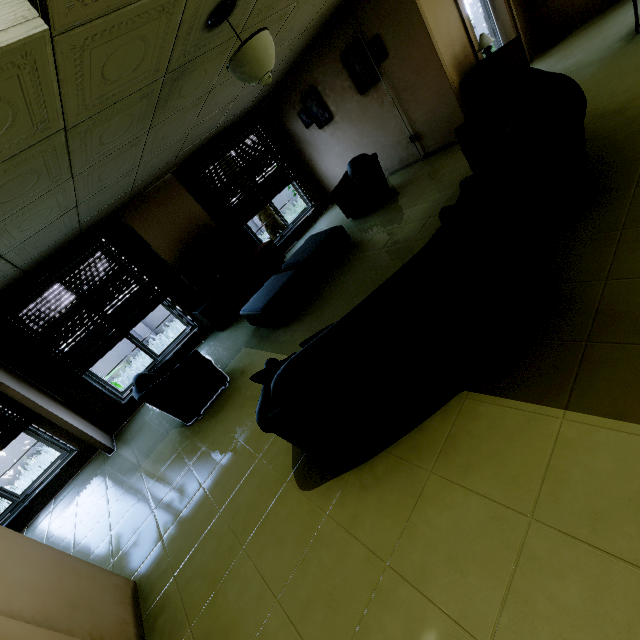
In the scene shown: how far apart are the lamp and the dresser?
0.1 meters

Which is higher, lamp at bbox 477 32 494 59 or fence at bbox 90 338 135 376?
lamp at bbox 477 32 494 59

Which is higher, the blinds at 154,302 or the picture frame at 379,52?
the picture frame at 379,52

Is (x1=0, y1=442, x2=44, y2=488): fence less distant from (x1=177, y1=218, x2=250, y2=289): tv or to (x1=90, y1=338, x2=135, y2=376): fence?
(x1=90, y1=338, x2=135, y2=376): fence

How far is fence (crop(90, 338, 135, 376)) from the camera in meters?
11.0 m

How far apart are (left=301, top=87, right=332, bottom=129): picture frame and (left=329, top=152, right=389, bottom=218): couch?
1.35m

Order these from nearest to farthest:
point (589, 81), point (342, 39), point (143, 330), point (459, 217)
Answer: point (459, 217), point (589, 81), point (342, 39), point (143, 330)

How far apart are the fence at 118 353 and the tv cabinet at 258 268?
6.6m
